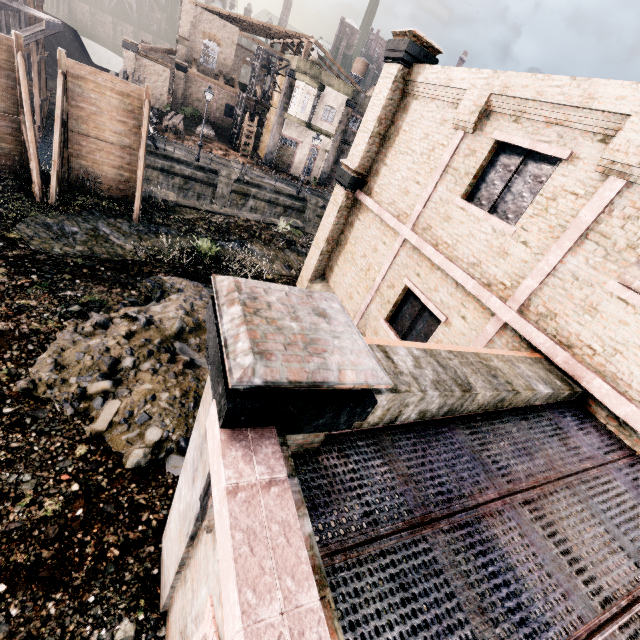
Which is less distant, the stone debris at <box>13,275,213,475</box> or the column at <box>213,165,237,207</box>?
the stone debris at <box>13,275,213,475</box>

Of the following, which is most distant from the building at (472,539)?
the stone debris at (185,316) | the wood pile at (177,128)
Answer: the wood pile at (177,128)

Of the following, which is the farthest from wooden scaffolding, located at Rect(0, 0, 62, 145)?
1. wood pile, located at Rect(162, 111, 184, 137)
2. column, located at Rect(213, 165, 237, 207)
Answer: column, located at Rect(213, 165, 237, 207)

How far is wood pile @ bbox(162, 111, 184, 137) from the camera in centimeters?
3155cm

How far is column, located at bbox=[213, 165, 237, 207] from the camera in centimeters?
2759cm

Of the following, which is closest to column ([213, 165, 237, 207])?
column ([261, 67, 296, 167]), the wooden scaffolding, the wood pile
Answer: the wood pile

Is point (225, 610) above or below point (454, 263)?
below

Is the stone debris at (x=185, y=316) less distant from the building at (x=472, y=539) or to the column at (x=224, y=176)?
the building at (x=472, y=539)
